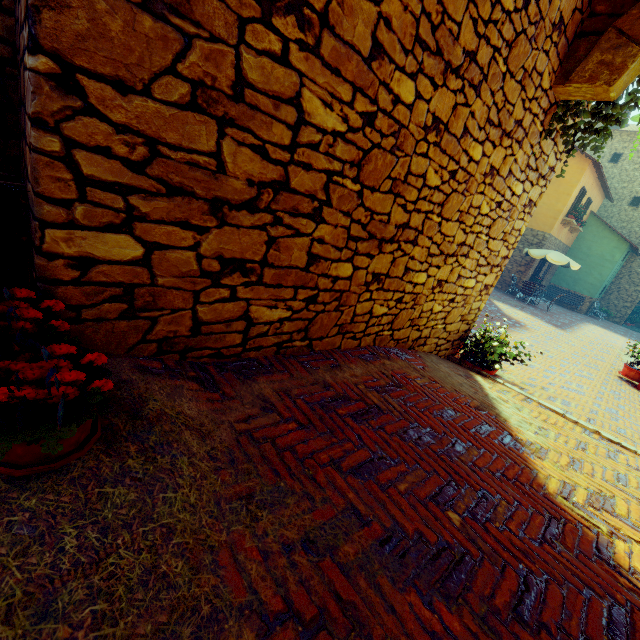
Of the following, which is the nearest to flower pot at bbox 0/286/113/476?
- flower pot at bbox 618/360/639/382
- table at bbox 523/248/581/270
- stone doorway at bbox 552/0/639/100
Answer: stone doorway at bbox 552/0/639/100

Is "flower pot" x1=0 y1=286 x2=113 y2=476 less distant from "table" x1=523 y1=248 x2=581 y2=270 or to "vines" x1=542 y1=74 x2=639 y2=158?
"vines" x1=542 y1=74 x2=639 y2=158

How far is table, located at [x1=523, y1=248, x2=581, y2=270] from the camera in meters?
15.5 m

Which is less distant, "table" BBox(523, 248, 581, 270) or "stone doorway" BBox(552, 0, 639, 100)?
"stone doorway" BBox(552, 0, 639, 100)

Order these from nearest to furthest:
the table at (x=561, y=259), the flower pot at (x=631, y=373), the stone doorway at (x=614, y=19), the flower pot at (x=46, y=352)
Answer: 1. the flower pot at (x=46, y=352)
2. the stone doorway at (x=614, y=19)
3. the flower pot at (x=631, y=373)
4. the table at (x=561, y=259)

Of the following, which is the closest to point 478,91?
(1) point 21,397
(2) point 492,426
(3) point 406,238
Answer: (3) point 406,238

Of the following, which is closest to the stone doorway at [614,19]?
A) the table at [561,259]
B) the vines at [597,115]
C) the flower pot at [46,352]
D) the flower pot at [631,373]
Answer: the vines at [597,115]

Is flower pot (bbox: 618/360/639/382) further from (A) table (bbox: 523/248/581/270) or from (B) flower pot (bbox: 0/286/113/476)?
(B) flower pot (bbox: 0/286/113/476)
